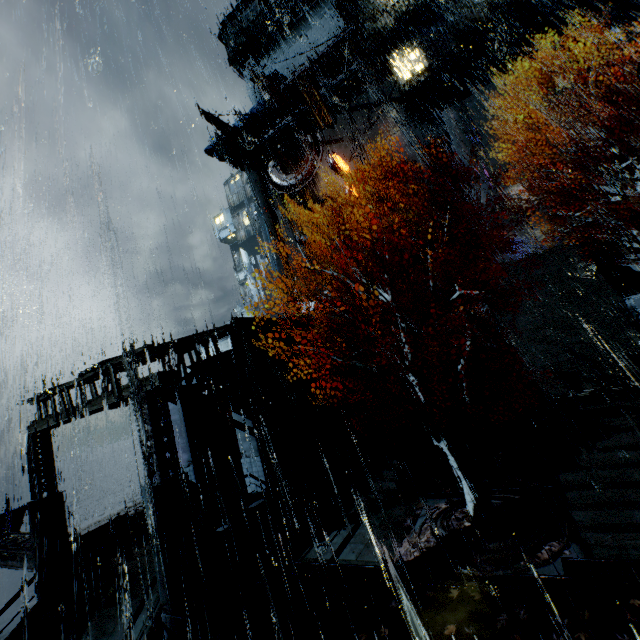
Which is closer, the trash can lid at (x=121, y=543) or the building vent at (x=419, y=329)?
the trash can lid at (x=121, y=543)

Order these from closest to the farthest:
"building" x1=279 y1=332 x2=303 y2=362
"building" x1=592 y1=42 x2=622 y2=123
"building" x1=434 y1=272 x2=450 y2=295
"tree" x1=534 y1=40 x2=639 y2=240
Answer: "tree" x1=534 y1=40 x2=639 y2=240, "building" x1=279 y1=332 x2=303 y2=362, "building" x1=592 y1=42 x2=622 y2=123, "building" x1=434 y1=272 x2=450 y2=295

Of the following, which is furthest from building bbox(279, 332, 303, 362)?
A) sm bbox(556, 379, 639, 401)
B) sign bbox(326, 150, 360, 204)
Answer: sm bbox(556, 379, 639, 401)

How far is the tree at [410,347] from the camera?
10.27m

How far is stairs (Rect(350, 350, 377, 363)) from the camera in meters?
25.7 m

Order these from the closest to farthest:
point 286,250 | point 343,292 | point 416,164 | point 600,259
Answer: point 600,259 → point 416,164 → point 343,292 → point 286,250

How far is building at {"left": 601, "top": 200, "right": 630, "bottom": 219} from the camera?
18.55m

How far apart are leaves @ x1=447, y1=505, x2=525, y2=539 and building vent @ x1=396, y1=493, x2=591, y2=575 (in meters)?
0.00
